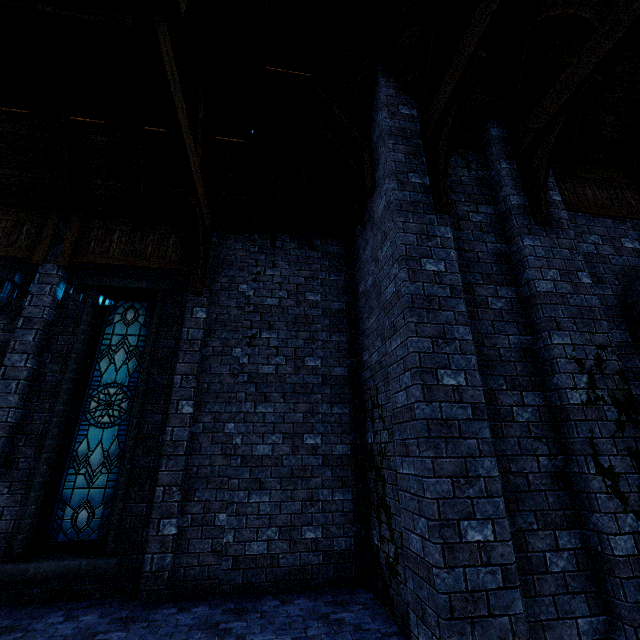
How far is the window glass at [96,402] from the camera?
5.6 meters

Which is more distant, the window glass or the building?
the window glass

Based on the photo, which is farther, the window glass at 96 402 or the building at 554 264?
the window glass at 96 402

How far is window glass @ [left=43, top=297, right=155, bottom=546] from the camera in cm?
557

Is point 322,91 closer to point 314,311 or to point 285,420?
point 314,311
